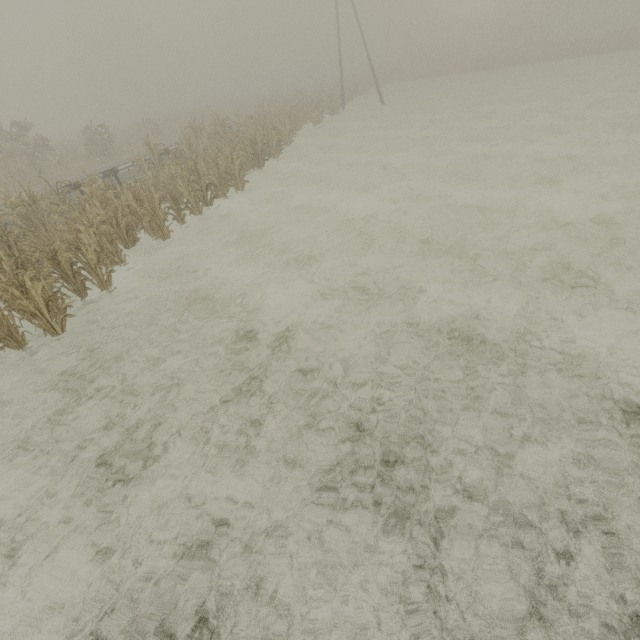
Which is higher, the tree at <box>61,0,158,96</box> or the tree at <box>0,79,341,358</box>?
the tree at <box>61,0,158,96</box>

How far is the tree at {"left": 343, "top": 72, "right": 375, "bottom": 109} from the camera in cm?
3583

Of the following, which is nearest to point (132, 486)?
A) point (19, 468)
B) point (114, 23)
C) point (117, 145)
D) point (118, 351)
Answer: point (19, 468)

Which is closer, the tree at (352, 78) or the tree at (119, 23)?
the tree at (352, 78)

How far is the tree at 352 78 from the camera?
35.8m

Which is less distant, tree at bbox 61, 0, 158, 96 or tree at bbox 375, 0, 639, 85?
tree at bbox 375, 0, 639, 85

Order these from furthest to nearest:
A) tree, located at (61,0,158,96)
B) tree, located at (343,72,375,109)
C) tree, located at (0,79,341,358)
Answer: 1. tree, located at (61,0,158,96)
2. tree, located at (343,72,375,109)
3. tree, located at (0,79,341,358)
